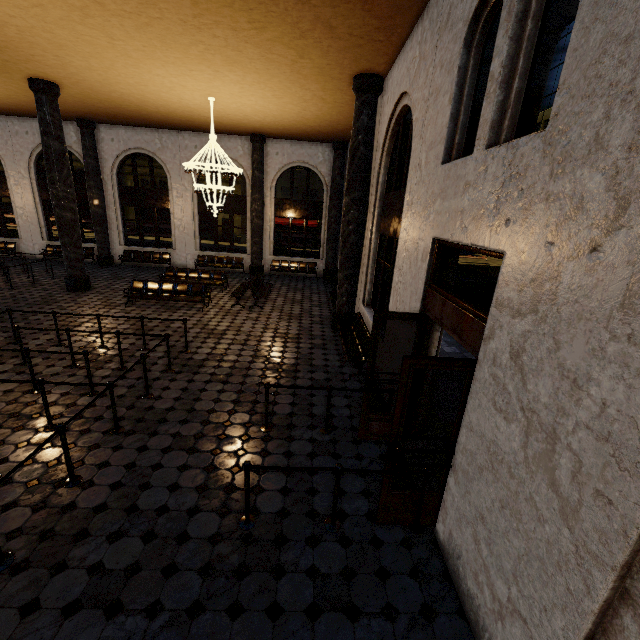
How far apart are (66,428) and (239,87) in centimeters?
966cm
